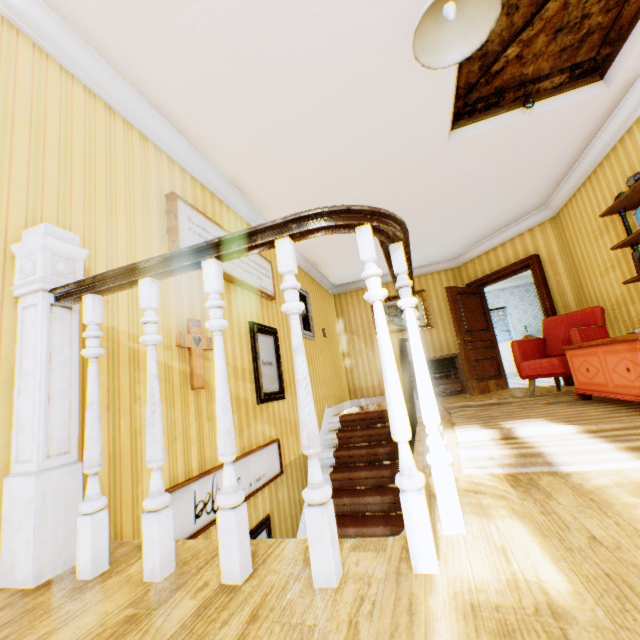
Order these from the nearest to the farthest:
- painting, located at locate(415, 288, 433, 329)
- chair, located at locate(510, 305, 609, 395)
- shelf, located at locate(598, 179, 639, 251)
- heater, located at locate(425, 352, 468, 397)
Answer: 1. shelf, located at locate(598, 179, 639, 251)
2. chair, located at locate(510, 305, 609, 395)
3. heater, located at locate(425, 352, 468, 397)
4. painting, located at locate(415, 288, 433, 329)

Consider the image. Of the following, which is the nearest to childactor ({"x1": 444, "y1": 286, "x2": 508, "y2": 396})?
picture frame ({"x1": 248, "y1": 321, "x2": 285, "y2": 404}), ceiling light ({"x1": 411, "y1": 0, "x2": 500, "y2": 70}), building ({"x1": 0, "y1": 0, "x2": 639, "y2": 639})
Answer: building ({"x1": 0, "y1": 0, "x2": 639, "y2": 639})

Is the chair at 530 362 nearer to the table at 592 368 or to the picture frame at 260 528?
the table at 592 368

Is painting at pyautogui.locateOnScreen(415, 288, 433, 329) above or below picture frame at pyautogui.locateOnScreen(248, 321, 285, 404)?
above

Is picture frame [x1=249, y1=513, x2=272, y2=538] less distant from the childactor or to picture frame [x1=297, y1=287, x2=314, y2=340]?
picture frame [x1=297, y1=287, x2=314, y2=340]

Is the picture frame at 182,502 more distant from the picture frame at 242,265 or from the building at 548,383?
the picture frame at 242,265

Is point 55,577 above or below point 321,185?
below

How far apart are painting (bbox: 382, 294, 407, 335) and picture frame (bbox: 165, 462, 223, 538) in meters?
4.7
